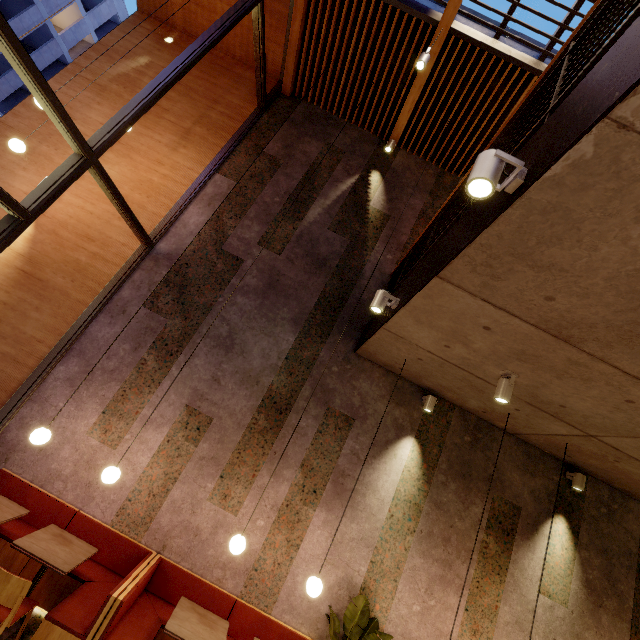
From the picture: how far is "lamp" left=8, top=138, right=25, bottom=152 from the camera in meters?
4.7 m

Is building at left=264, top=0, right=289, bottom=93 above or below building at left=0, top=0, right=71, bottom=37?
below

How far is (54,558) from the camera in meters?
3.3

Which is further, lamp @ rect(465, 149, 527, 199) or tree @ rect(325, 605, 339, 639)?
tree @ rect(325, 605, 339, 639)

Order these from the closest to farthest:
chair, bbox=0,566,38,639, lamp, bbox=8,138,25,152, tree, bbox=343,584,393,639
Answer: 1. chair, bbox=0,566,38,639
2. tree, bbox=343,584,393,639
3. lamp, bbox=8,138,25,152

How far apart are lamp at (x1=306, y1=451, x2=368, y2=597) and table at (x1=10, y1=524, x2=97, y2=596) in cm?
249

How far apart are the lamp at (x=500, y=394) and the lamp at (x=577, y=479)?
3.1m

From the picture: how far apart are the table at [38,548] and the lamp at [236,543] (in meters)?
1.56
